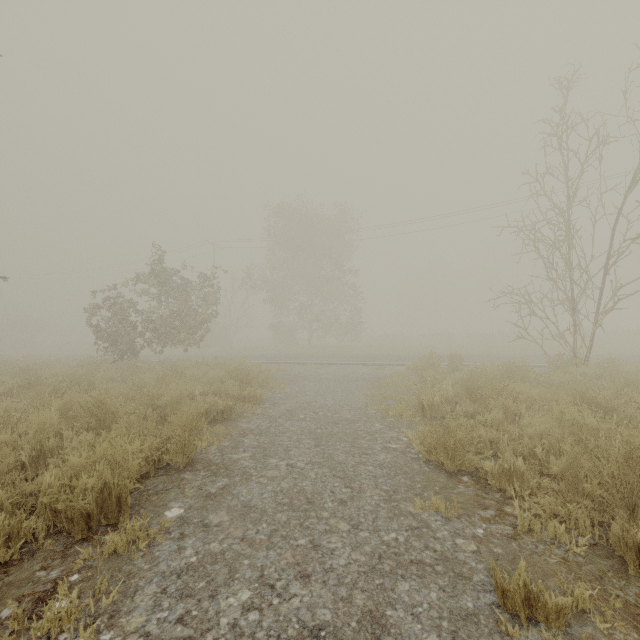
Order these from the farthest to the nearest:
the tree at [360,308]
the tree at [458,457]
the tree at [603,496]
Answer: the tree at [360,308] < the tree at [458,457] < the tree at [603,496]

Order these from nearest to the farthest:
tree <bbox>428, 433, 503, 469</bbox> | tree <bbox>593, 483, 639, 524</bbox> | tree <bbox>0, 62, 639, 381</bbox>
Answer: tree <bbox>593, 483, 639, 524</bbox> → tree <bbox>428, 433, 503, 469</bbox> → tree <bbox>0, 62, 639, 381</bbox>

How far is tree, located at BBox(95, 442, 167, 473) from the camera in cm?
296

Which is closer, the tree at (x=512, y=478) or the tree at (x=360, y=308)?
the tree at (x=512, y=478)

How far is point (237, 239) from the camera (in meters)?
33.00

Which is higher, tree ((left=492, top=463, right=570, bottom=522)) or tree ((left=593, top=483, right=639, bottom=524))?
tree ((left=593, top=483, right=639, bottom=524))
